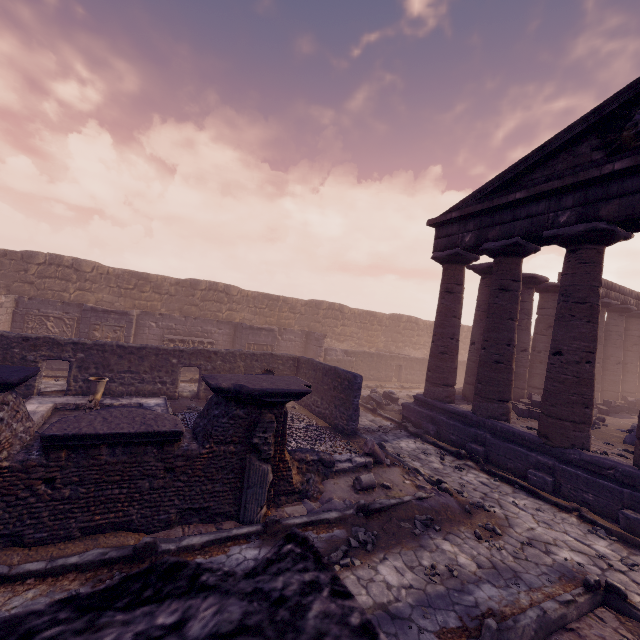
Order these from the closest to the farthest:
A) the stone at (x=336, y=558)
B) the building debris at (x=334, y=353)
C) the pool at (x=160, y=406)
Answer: the stone at (x=336, y=558)
the pool at (x=160, y=406)
the building debris at (x=334, y=353)

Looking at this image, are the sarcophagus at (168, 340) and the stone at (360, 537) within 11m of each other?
no

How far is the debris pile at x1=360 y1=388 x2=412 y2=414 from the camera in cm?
1376

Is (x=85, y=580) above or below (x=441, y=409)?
below

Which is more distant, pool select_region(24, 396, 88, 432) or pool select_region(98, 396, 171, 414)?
pool select_region(98, 396, 171, 414)

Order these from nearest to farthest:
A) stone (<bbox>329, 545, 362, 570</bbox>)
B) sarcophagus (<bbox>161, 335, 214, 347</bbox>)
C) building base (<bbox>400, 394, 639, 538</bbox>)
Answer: stone (<bbox>329, 545, 362, 570</bbox>)
building base (<bbox>400, 394, 639, 538</bbox>)
sarcophagus (<bbox>161, 335, 214, 347</bbox>)

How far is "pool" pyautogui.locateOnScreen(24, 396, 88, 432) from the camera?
7.73m

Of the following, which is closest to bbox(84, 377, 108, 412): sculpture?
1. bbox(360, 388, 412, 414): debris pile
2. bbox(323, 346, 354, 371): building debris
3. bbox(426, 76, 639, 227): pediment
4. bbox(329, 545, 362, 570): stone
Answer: bbox(329, 545, 362, 570): stone
